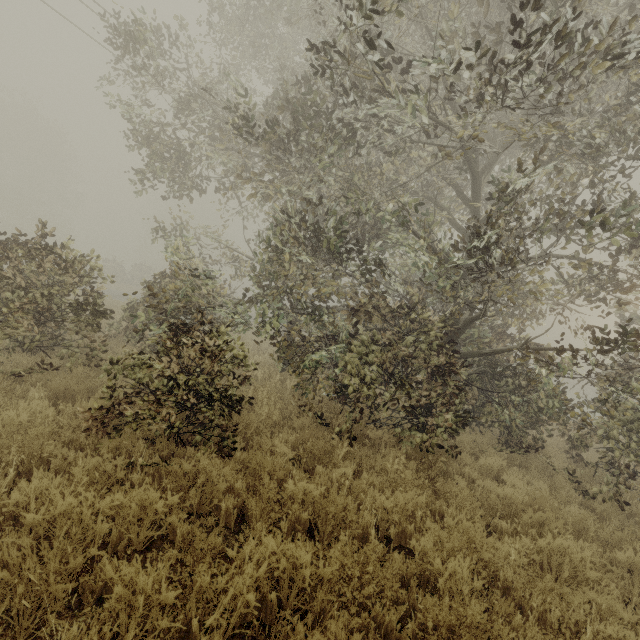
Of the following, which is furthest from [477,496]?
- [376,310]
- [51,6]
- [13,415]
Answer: [51,6]
